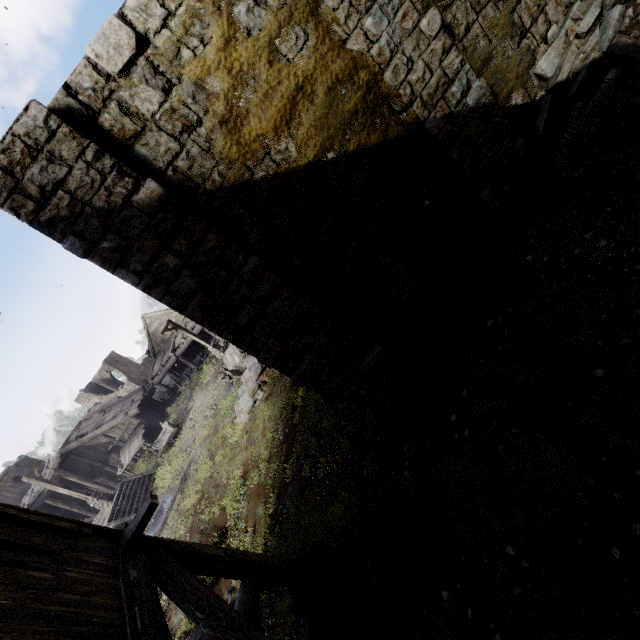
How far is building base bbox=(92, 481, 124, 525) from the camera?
17.7 meters

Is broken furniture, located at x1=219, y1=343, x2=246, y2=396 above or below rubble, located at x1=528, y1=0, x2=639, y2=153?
below

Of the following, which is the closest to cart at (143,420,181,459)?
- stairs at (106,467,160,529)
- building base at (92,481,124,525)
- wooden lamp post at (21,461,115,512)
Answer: stairs at (106,467,160,529)

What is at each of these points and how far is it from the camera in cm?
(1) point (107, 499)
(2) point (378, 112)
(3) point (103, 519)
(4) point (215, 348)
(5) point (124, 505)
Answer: (1) wooden lamp post, 1925
(2) building, 525
(3) building base, 1878
(4) wooden lamp post, 2470
(5) stairs, 1836

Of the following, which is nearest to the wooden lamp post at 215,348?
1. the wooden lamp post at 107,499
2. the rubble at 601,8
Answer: the wooden lamp post at 107,499

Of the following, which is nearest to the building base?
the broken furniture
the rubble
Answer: the broken furniture

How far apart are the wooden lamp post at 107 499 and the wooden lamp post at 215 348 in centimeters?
947cm

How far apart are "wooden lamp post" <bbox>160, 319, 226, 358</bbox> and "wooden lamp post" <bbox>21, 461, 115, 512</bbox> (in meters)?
9.47
